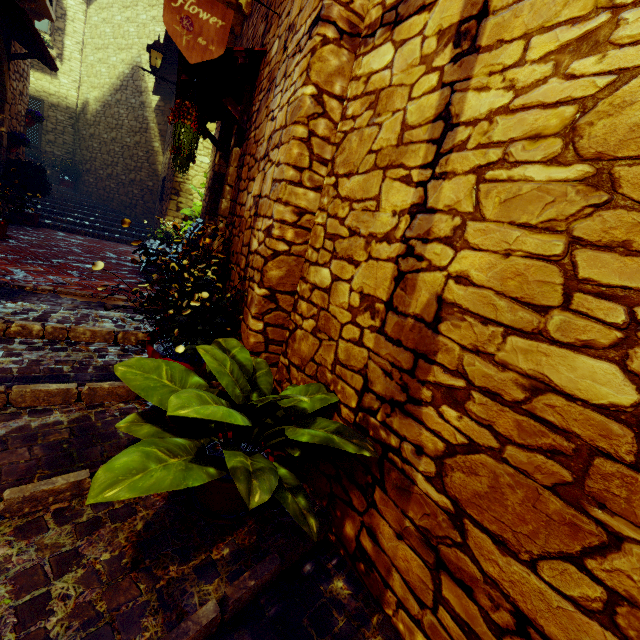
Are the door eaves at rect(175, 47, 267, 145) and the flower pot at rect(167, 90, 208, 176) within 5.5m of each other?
yes

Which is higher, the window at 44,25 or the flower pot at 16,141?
the window at 44,25

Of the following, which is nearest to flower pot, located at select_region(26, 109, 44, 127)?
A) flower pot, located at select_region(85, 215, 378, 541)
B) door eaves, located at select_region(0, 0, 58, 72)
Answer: door eaves, located at select_region(0, 0, 58, 72)

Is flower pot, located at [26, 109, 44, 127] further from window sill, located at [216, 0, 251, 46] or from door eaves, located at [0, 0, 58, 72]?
window sill, located at [216, 0, 251, 46]

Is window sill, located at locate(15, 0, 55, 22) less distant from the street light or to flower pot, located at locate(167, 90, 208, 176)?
the street light

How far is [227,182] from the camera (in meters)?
3.55

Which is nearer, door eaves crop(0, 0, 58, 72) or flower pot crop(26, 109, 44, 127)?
door eaves crop(0, 0, 58, 72)

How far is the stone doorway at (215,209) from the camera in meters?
3.6
